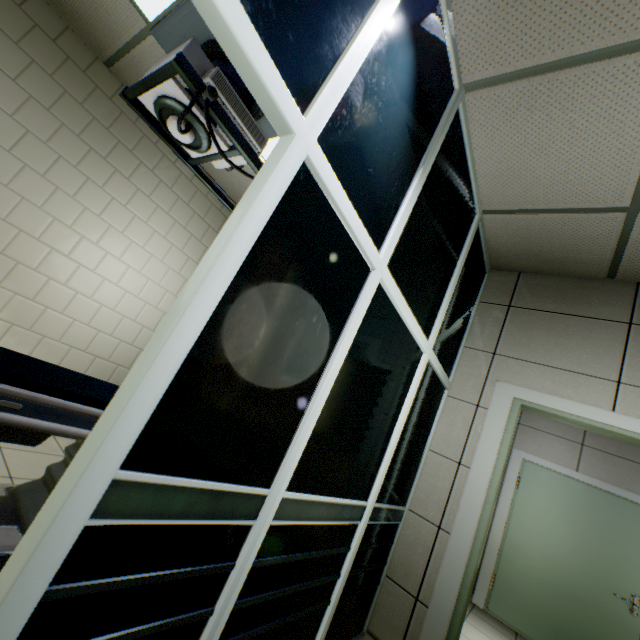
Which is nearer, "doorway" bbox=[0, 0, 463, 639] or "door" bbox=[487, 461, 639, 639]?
"doorway" bbox=[0, 0, 463, 639]

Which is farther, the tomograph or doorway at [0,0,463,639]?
the tomograph

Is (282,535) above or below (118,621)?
above

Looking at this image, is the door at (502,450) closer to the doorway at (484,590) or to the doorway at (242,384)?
the doorway at (242,384)

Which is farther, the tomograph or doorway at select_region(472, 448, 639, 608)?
doorway at select_region(472, 448, 639, 608)

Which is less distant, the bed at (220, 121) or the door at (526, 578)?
the bed at (220, 121)

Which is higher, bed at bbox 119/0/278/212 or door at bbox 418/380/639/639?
bed at bbox 119/0/278/212

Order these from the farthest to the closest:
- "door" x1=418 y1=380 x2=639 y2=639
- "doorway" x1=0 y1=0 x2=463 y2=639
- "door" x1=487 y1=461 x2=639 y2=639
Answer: "door" x1=487 y1=461 x2=639 y2=639, "door" x1=418 y1=380 x2=639 y2=639, "doorway" x1=0 y1=0 x2=463 y2=639
